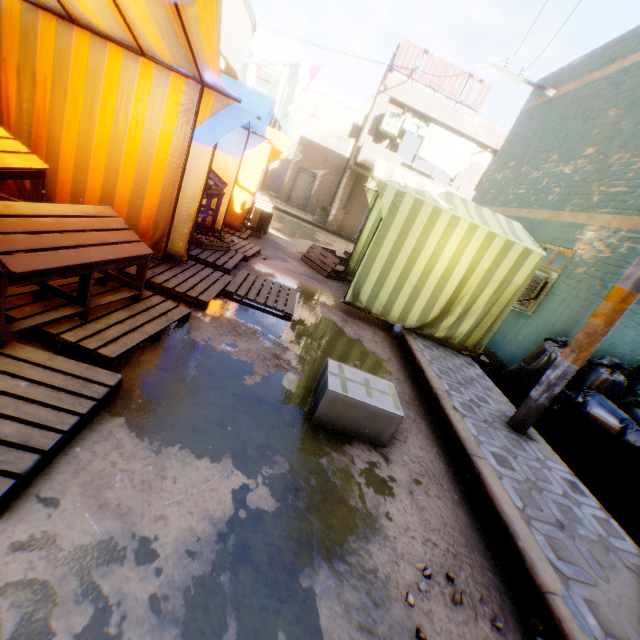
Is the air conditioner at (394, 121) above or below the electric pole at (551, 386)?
above

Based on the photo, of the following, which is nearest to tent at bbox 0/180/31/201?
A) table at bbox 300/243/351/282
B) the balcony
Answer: table at bbox 300/243/351/282

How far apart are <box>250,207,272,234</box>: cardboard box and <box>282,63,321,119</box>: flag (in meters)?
2.71

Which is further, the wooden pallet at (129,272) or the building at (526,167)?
the building at (526,167)

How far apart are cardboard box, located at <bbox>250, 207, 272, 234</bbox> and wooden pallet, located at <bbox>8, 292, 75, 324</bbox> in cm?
78

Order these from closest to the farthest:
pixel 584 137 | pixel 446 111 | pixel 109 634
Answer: pixel 109 634 < pixel 584 137 < pixel 446 111

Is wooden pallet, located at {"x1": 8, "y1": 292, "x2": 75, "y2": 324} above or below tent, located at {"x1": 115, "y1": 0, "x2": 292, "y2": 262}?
below

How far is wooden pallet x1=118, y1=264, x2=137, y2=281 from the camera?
3.69m
